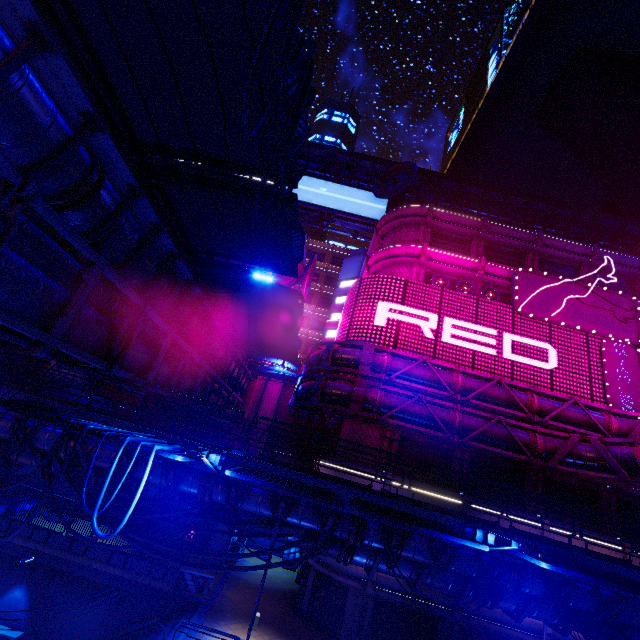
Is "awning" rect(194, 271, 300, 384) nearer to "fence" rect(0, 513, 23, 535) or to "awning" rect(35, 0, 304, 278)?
"awning" rect(35, 0, 304, 278)

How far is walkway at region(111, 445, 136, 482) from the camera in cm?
961

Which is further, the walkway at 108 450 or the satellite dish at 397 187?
the satellite dish at 397 187

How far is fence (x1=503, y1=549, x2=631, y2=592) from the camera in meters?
7.1

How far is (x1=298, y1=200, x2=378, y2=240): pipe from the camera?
37.3m

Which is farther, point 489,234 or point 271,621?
point 489,234

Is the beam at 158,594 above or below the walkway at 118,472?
below

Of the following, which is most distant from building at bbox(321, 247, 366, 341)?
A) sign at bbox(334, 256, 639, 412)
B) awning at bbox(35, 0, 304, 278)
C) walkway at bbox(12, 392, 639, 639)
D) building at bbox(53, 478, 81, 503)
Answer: awning at bbox(35, 0, 304, 278)
